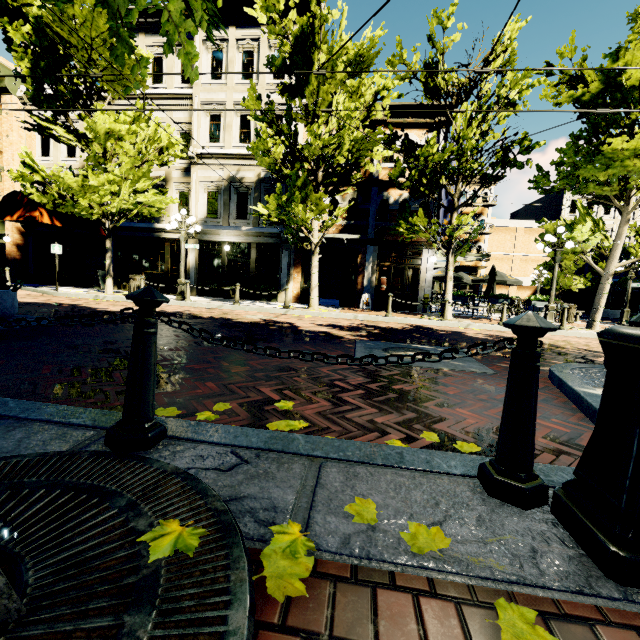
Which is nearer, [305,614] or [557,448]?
[305,614]

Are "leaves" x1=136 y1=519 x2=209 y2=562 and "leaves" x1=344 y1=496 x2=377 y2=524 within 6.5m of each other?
yes

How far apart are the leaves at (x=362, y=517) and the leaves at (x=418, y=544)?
0.13m

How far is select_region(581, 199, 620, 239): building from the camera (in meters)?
32.34

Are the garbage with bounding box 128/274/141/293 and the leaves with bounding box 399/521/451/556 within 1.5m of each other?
no

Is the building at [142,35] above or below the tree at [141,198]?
above

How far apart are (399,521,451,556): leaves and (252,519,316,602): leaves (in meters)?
0.41
